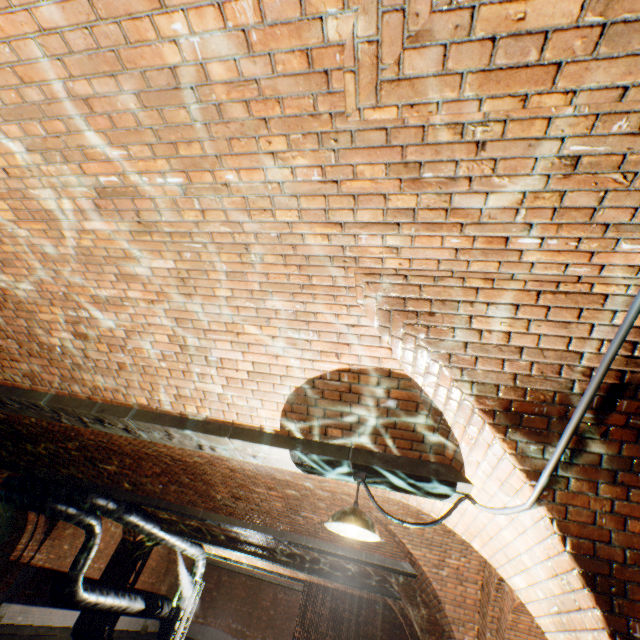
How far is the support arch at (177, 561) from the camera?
18.80m

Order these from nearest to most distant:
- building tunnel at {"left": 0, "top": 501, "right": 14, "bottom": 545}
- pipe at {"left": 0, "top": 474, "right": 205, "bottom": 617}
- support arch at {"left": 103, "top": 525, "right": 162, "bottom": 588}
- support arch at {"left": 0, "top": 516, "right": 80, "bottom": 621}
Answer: pipe at {"left": 0, "top": 474, "right": 205, "bottom": 617}, support arch at {"left": 0, "top": 516, "right": 80, "bottom": 621}, building tunnel at {"left": 0, "top": 501, "right": 14, "bottom": 545}, support arch at {"left": 103, "top": 525, "right": 162, "bottom": 588}

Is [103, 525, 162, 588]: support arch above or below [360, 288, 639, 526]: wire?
below

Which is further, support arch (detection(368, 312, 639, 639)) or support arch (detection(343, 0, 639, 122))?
support arch (detection(368, 312, 639, 639))

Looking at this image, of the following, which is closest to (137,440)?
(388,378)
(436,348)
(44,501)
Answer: (388,378)

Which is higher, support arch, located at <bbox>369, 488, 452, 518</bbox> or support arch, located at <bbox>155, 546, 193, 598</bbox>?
support arch, located at <bbox>369, 488, 452, 518</bbox>

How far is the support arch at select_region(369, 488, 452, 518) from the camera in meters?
3.5 m

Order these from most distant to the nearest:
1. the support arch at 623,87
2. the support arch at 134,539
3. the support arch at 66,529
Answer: the support arch at 134,539 < the support arch at 66,529 < the support arch at 623,87
